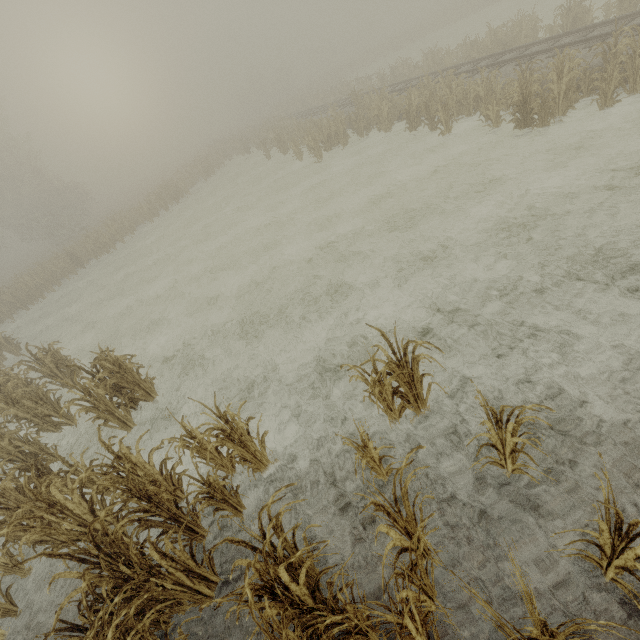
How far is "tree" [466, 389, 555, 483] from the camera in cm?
304

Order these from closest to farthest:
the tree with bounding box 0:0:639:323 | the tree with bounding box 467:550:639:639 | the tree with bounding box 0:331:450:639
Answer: the tree with bounding box 467:550:639:639
the tree with bounding box 0:331:450:639
the tree with bounding box 0:0:639:323

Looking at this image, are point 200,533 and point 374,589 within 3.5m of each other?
yes

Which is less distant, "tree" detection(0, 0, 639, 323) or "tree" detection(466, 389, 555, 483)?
"tree" detection(466, 389, 555, 483)

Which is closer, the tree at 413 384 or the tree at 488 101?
the tree at 413 384

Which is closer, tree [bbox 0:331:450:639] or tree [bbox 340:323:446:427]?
tree [bbox 0:331:450:639]

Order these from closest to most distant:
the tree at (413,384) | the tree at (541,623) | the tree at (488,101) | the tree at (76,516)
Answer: the tree at (541,623) < the tree at (76,516) < the tree at (413,384) < the tree at (488,101)
